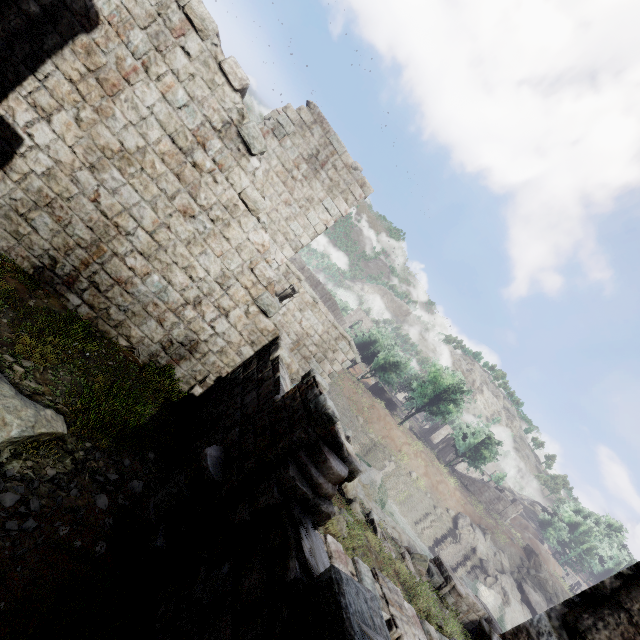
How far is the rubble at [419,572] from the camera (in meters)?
13.57

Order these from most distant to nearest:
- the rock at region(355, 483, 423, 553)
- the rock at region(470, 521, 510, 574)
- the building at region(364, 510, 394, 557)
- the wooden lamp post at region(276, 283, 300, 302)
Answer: the rock at region(470, 521, 510, 574) < the rock at region(355, 483, 423, 553) < the building at region(364, 510, 394, 557) < the wooden lamp post at region(276, 283, 300, 302)

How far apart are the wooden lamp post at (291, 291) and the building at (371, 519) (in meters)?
9.38

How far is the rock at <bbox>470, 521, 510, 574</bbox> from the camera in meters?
39.7 m

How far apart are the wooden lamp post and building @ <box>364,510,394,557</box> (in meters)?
9.38

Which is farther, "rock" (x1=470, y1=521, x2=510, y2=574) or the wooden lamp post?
"rock" (x1=470, y1=521, x2=510, y2=574)

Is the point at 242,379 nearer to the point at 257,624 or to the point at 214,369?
the point at 214,369

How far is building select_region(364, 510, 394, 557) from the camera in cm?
1292
